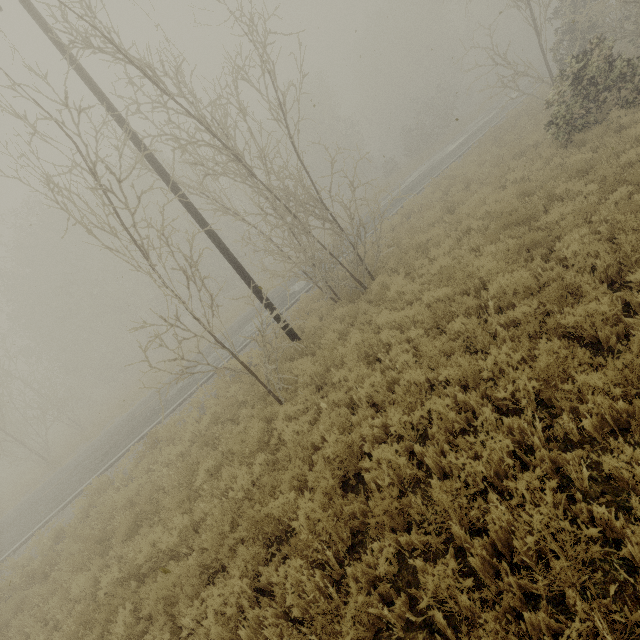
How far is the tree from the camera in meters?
3.0 m

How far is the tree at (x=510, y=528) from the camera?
3.0 meters

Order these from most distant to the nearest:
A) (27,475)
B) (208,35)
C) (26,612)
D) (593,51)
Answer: (27,475), (208,35), (593,51), (26,612)
